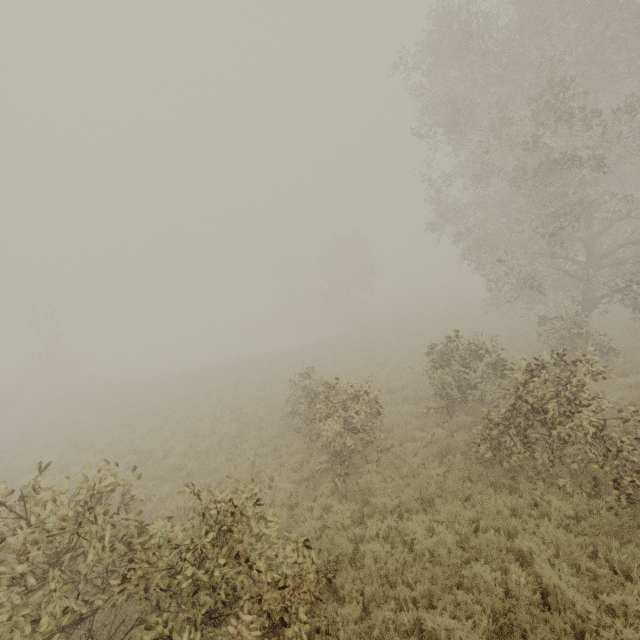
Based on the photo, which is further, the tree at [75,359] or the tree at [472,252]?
the tree at [75,359]

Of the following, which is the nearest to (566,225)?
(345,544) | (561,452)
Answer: (561,452)

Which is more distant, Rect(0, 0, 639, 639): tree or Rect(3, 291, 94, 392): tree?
Rect(3, 291, 94, 392): tree
